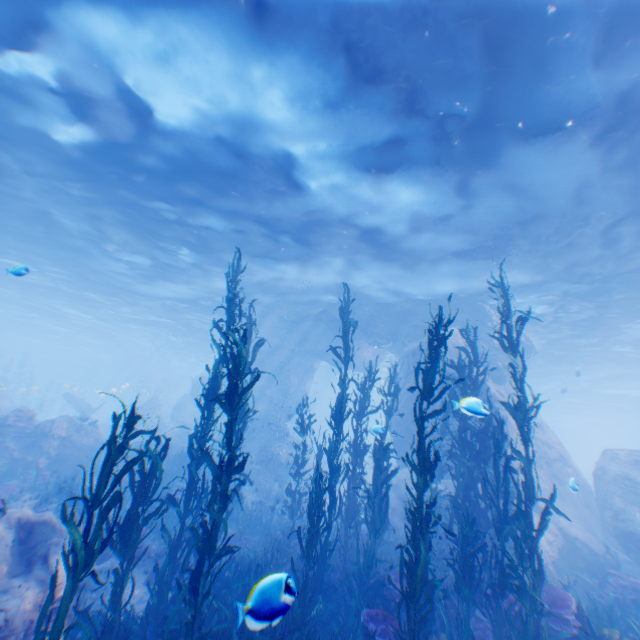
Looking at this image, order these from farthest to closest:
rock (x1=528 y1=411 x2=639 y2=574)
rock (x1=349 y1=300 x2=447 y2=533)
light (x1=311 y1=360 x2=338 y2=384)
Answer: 1. light (x1=311 y1=360 x2=338 y2=384)
2. rock (x1=349 y1=300 x2=447 y2=533)
3. rock (x1=528 y1=411 x2=639 y2=574)

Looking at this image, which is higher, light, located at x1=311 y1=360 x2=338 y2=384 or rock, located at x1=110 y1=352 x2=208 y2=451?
light, located at x1=311 y1=360 x2=338 y2=384

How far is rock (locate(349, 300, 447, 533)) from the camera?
13.8m

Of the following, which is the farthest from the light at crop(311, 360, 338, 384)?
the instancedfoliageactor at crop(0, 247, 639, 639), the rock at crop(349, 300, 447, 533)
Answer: the instancedfoliageactor at crop(0, 247, 639, 639)

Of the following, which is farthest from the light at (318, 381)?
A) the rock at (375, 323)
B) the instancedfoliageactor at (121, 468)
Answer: the instancedfoliageactor at (121, 468)

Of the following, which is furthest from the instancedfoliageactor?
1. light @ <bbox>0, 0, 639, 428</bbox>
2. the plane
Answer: light @ <bbox>0, 0, 639, 428</bbox>

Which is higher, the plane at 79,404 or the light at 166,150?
the light at 166,150

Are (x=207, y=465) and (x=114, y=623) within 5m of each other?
yes
